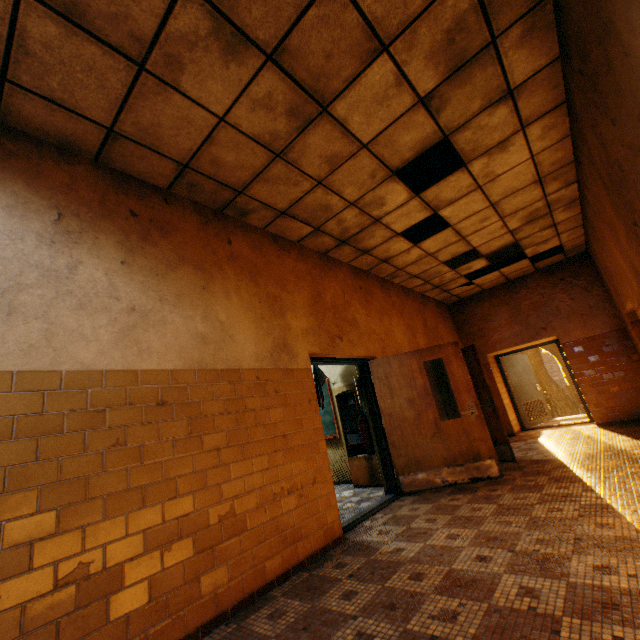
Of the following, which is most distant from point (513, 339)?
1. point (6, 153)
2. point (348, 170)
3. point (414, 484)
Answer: point (6, 153)

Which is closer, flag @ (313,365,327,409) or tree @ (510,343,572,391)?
flag @ (313,365,327,409)

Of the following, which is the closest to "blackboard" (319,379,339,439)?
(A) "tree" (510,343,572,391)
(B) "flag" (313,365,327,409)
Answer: (B) "flag" (313,365,327,409)

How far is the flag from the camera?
6.7m

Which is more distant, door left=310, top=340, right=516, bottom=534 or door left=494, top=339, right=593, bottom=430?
door left=494, top=339, right=593, bottom=430

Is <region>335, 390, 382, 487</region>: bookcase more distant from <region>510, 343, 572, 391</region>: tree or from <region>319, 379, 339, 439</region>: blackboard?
<region>510, 343, 572, 391</region>: tree

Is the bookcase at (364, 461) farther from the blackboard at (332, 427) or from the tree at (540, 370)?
the tree at (540, 370)

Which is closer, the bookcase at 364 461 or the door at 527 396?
the bookcase at 364 461
